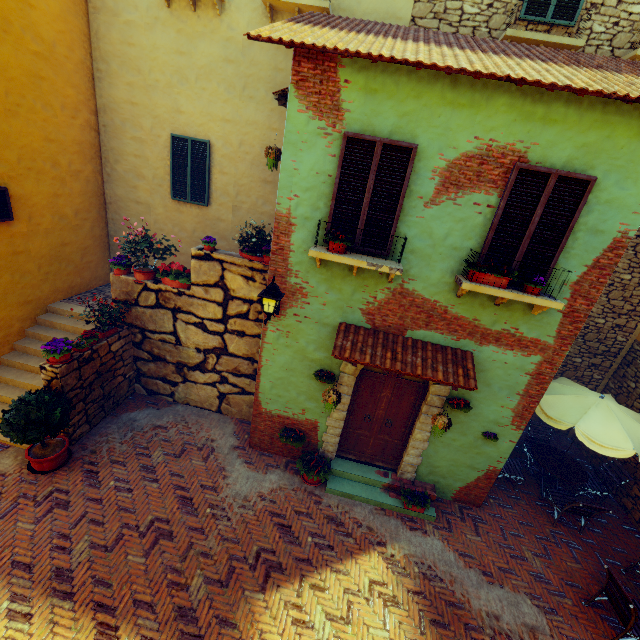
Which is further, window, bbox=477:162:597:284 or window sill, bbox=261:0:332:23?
window sill, bbox=261:0:332:23

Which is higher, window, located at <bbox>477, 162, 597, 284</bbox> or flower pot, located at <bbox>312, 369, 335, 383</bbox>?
window, located at <bbox>477, 162, 597, 284</bbox>

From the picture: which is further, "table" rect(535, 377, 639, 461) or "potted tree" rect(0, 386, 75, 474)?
"table" rect(535, 377, 639, 461)

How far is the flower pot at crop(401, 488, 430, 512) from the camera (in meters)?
6.64

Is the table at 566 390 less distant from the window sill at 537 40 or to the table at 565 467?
the table at 565 467

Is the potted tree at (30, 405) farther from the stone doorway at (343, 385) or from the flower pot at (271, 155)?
the flower pot at (271, 155)

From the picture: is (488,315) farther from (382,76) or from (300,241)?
(382,76)

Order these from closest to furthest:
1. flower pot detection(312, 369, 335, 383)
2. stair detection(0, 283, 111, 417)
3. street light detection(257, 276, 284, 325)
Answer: street light detection(257, 276, 284, 325) → flower pot detection(312, 369, 335, 383) → stair detection(0, 283, 111, 417)
